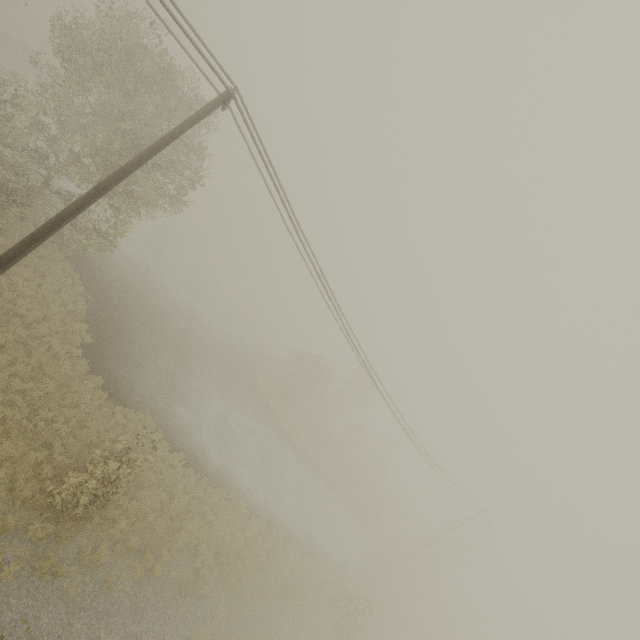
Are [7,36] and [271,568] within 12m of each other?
no
